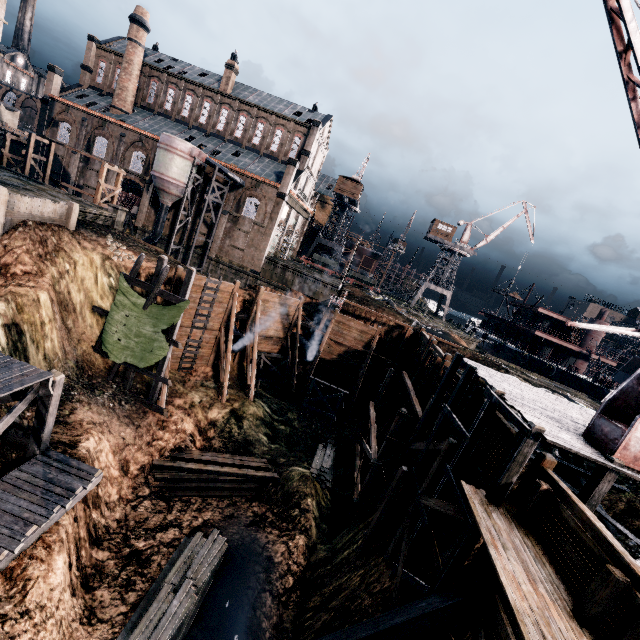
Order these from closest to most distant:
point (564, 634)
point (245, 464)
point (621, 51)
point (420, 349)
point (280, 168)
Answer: point (564, 634), point (621, 51), point (245, 464), point (420, 349), point (280, 168)

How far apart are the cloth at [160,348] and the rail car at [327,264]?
40.52m

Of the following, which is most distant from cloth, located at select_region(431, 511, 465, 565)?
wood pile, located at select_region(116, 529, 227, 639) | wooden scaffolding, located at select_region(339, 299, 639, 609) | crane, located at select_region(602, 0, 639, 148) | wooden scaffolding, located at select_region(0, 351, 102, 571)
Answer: wooden scaffolding, located at select_region(0, 351, 102, 571)

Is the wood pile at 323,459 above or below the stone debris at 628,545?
below

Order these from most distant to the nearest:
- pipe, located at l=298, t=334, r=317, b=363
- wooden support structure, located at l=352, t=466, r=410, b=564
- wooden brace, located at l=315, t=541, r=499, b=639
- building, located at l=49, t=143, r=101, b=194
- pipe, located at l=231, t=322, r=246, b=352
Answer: building, located at l=49, t=143, r=101, b=194 < pipe, located at l=298, t=334, r=317, b=363 < pipe, located at l=231, t=322, r=246, b=352 < wooden support structure, located at l=352, t=466, r=410, b=564 < wooden brace, located at l=315, t=541, r=499, b=639

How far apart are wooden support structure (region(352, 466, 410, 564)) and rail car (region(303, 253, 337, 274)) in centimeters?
4481cm

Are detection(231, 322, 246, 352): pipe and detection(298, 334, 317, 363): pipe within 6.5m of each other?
yes

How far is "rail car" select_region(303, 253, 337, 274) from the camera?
58.5m
